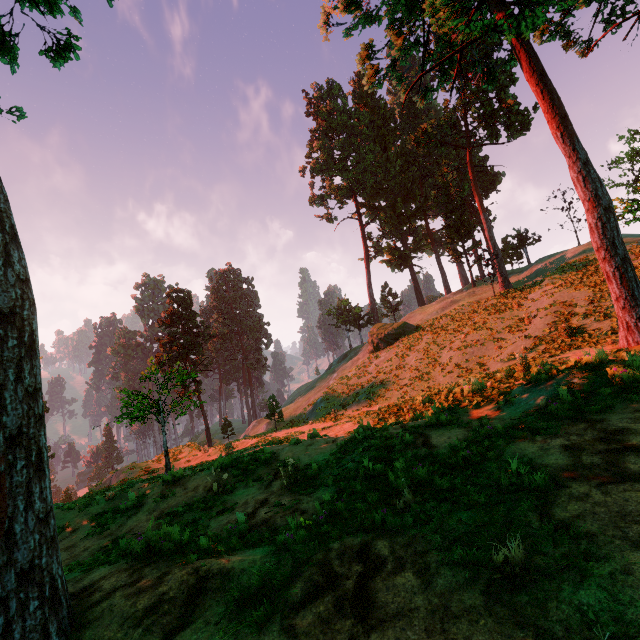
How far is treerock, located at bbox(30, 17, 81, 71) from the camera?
8.1 meters

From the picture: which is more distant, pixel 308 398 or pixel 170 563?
pixel 308 398

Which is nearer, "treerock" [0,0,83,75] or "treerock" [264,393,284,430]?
"treerock" [0,0,83,75]

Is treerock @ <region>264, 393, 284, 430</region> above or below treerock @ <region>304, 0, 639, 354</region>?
below

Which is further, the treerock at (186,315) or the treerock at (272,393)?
the treerock at (272,393)

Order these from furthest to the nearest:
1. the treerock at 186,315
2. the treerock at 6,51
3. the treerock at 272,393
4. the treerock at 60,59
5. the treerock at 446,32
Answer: the treerock at 272,393 < the treerock at 186,315 < the treerock at 446,32 < the treerock at 60,59 < the treerock at 6,51
